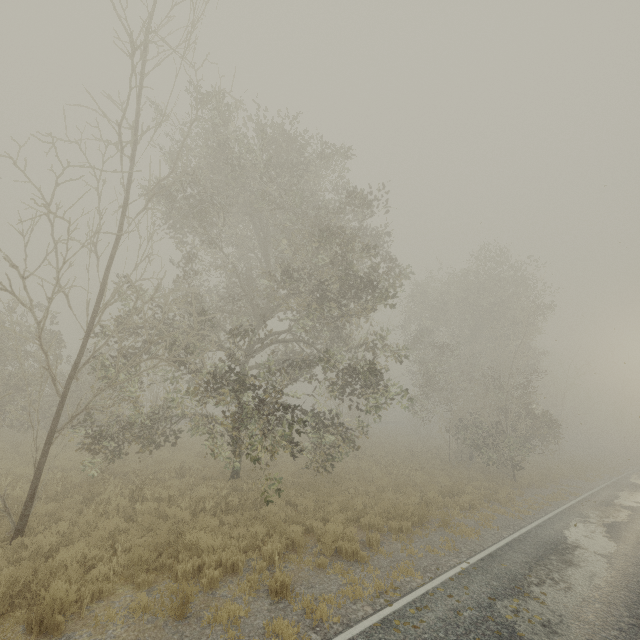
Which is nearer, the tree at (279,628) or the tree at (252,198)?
the tree at (279,628)

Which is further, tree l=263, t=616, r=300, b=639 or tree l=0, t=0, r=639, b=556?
tree l=0, t=0, r=639, b=556

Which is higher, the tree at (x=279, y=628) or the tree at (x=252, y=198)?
the tree at (x=252, y=198)

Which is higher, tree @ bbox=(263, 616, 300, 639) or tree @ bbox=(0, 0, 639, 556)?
tree @ bbox=(0, 0, 639, 556)

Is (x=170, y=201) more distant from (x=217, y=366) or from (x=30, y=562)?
(x=30, y=562)
